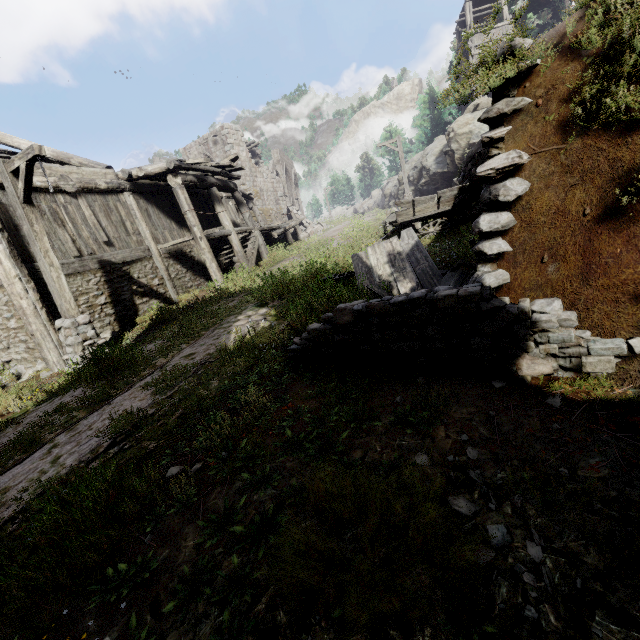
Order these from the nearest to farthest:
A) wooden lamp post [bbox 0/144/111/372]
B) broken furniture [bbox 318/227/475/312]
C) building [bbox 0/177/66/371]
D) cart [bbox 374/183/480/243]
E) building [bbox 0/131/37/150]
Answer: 1. broken furniture [bbox 318/227/475/312]
2. wooden lamp post [bbox 0/144/111/372]
3. building [bbox 0/177/66/371]
4. cart [bbox 374/183/480/243]
5. building [bbox 0/131/37/150]

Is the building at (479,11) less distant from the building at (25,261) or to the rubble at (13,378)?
the building at (25,261)

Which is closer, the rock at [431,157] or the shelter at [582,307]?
the shelter at [582,307]

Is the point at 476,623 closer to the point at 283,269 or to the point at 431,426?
the point at 431,426

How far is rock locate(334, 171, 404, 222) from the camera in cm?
3048

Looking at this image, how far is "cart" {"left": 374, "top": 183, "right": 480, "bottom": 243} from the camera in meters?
10.9 m

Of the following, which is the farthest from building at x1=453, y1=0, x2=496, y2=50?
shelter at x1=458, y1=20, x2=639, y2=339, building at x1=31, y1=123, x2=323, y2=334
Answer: building at x1=31, y1=123, x2=323, y2=334

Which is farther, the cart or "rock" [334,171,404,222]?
"rock" [334,171,404,222]
